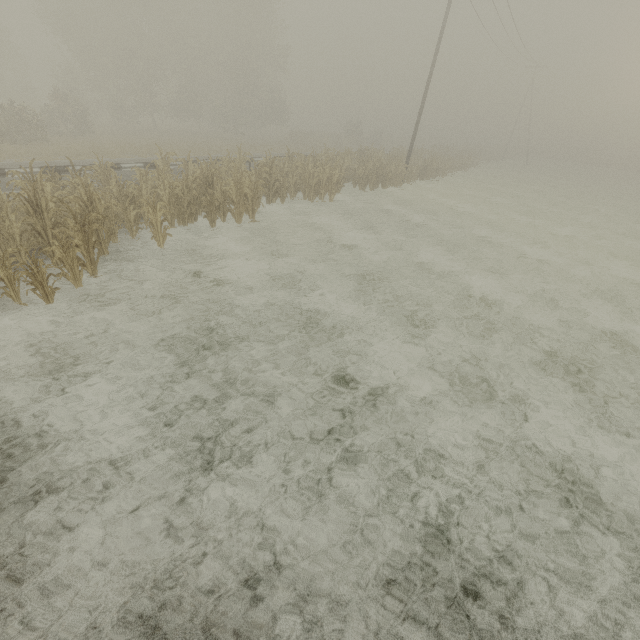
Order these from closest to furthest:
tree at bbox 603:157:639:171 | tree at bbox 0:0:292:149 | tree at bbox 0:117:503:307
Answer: tree at bbox 0:117:503:307, tree at bbox 0:0:292:149, tree at bbox 603:157:639:171

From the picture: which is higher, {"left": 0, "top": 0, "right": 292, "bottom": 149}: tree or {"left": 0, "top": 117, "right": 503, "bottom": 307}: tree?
{"left": 0, "top": 0, "right": 292, "bottom": 149}: tree

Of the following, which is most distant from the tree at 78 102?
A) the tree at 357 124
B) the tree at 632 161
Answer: the tree at 632 161

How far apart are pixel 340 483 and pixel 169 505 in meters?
2.0 m

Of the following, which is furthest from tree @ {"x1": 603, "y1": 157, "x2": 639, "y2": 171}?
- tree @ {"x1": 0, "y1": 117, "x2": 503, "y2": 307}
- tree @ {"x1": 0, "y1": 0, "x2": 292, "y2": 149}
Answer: tree @ {"x1": 0, "y1": 0, "x2": 292, "y2": 149}

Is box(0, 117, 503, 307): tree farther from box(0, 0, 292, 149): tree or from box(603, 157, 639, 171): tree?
box(603, 157, 639, 171): tree

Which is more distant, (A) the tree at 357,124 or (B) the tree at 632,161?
(B) the tree at 632,161

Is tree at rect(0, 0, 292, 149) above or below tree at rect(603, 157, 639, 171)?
above
